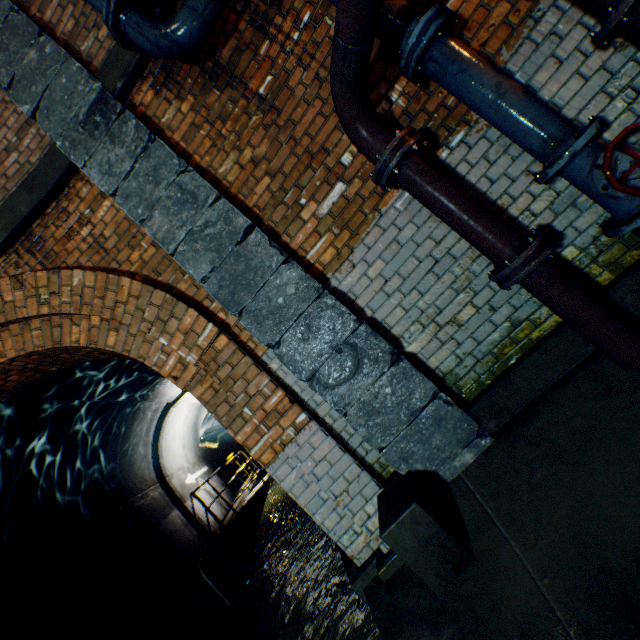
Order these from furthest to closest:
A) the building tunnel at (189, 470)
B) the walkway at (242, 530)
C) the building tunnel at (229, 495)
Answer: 1. the building tunnel at (229, 495)
2. the building tunnel at (189, 470)
3. the walkway at (242, 530)

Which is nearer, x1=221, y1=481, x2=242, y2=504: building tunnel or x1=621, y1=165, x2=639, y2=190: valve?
x1=621, y1=165, x2=639, y2=190: valve

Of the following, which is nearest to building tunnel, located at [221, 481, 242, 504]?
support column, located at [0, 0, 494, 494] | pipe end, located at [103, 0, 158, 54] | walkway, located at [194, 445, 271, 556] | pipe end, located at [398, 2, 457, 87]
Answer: walkway, located at [194, 445, 271, 556]

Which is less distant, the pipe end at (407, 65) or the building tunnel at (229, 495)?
the pipe end at (407, 65)

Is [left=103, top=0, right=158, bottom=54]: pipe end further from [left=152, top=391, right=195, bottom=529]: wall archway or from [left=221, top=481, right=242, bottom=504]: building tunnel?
[left=152, top=391, right=195, bottom=529]: wall archway

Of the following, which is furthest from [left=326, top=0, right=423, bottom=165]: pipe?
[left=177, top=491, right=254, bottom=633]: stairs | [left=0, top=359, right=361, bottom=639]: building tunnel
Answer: [left=177, top=491, right=254, bottom=633]: stairs

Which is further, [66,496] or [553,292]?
[66,496]
